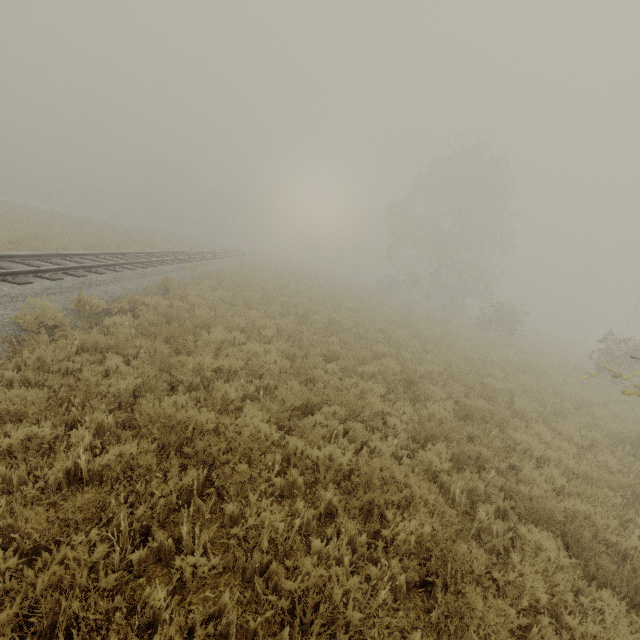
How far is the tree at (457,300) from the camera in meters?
33.1 m

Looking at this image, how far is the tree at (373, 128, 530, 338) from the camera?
33.1 meters

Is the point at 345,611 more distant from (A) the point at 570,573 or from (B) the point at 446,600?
(A) the point at 570,573
